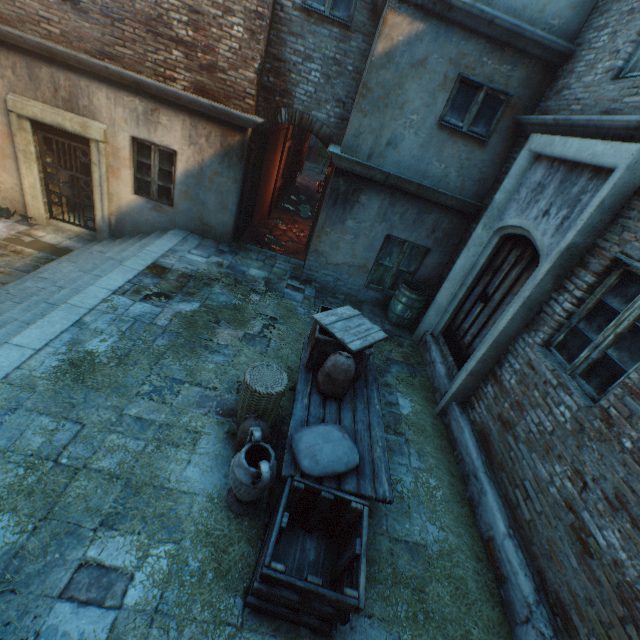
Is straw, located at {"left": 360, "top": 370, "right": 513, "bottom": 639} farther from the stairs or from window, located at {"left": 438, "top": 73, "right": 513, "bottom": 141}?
window, located at {"left": 438, "top": 73, "right": 513, "bottom": 141}

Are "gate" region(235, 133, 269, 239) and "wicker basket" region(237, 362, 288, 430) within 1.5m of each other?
no

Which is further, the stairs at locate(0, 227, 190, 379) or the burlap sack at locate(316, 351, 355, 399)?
the stairs at locate(0, 227, 190, 379)

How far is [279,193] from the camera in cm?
1509

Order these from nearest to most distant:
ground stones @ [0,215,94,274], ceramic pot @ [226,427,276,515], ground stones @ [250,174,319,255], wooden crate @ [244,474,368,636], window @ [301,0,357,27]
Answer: wooden crate @ [244,474,368,636], ceramic pot @ [226,427,276,515], window @ [301,0,357,27], ground stones @ [0,215,94,274], ground stones @ [250,174,319,255]

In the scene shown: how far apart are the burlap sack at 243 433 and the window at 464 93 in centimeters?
576cm

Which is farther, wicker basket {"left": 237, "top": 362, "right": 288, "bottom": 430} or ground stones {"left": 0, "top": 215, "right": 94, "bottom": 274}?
ground stones {"left": 0, "top": 215, "right": 94, "bottom": 274}

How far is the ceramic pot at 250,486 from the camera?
2.86m
